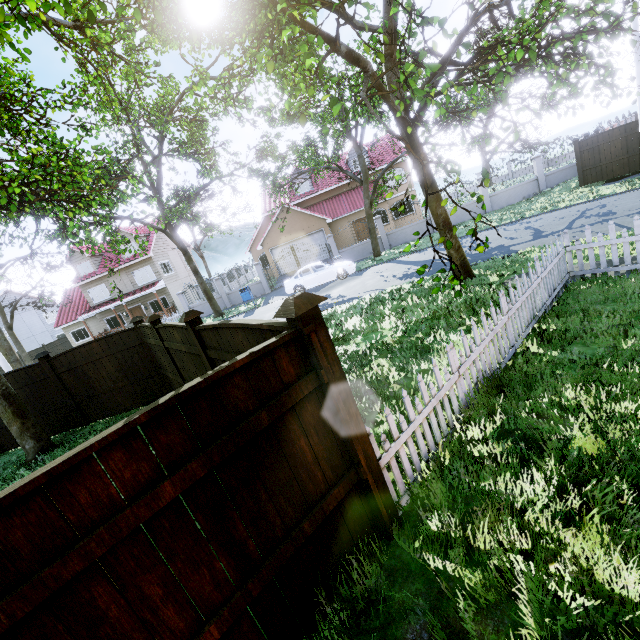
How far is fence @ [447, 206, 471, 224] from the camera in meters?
22.6 m

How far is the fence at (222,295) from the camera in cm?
2470

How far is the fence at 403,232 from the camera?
23.0 meters

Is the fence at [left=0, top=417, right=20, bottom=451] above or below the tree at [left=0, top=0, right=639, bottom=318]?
below

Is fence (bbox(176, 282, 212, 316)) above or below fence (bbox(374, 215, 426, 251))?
above

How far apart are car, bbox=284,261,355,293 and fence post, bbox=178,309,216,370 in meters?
14.3 m

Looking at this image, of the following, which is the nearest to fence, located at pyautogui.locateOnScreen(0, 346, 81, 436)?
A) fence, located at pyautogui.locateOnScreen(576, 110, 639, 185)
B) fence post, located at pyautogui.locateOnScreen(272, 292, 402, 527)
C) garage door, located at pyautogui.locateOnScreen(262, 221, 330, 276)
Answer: fence post, located at pyautogui.locateOnScreen(272, 292, 402, 527)

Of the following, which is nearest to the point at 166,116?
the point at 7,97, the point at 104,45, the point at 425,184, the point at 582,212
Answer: the point at 104,45
